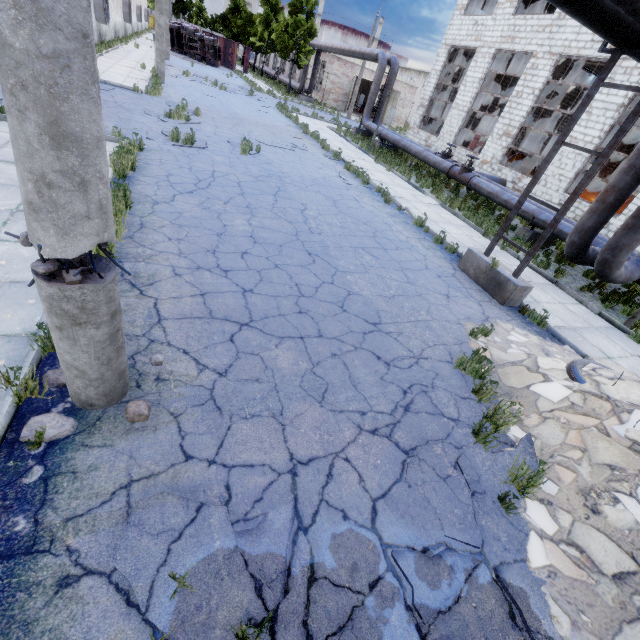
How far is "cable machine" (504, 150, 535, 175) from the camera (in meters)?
20.94

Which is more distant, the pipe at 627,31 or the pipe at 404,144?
the pipe at 404,144

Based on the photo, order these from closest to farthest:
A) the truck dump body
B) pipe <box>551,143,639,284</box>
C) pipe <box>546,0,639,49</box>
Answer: pipe <box>546,0,639,49</box> → pipe <box>551,143,639,284</box> → the truck dump body

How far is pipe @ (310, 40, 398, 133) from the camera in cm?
2220

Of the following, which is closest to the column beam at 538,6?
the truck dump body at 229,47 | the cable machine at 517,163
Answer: the cable machine at 517,163

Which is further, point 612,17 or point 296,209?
point 296,209

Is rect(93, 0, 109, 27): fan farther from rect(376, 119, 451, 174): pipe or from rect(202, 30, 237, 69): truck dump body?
rect(202, 30, 237, 69): truck dump body

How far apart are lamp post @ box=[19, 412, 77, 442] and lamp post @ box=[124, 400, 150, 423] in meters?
0.4
